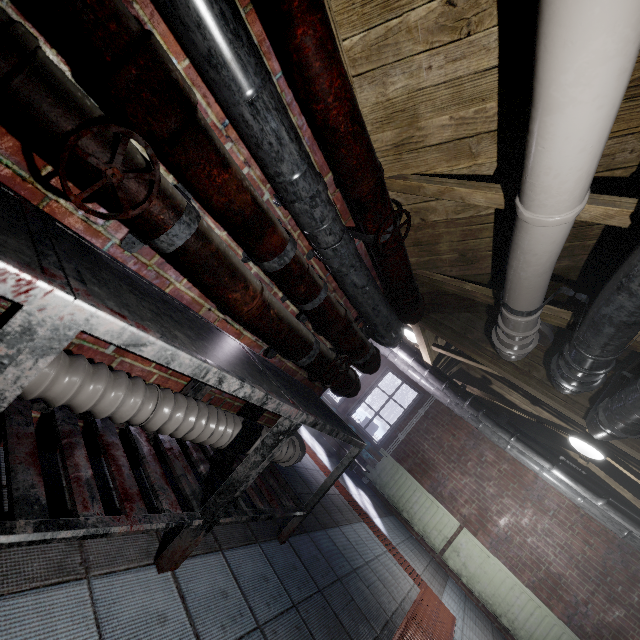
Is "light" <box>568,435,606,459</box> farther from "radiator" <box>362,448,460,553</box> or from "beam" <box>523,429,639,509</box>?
"radiator" <box>362,448,460,553</box>

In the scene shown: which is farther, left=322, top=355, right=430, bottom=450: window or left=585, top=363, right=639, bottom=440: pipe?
left=322, top=355, right=430, bottom=450: window

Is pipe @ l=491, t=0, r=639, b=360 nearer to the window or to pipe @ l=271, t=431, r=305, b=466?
pipe @ l=271, t=431, r=305, b=466

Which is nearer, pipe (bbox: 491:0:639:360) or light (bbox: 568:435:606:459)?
pipe (bbox: 491:0:639:360)

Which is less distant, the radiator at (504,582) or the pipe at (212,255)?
the pipe at (212,255)

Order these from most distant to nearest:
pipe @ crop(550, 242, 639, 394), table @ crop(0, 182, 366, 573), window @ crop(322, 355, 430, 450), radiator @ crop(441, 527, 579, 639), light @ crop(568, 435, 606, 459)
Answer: window @ crop(322, 355, 430, 450)
radiator @ crop(441, 527, 579, 639)
light @ crop(568, 435, 606, 459)
pipe @ crop(550, 242, 639, 394)
table @ crop(0, 182, 366, 573)

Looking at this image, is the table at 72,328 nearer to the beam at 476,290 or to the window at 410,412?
the beam at 476,290

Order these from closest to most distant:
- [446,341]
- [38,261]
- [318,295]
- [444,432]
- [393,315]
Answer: [38,261] → [318,295] → [393,315] → [446,341] → [444,432]
